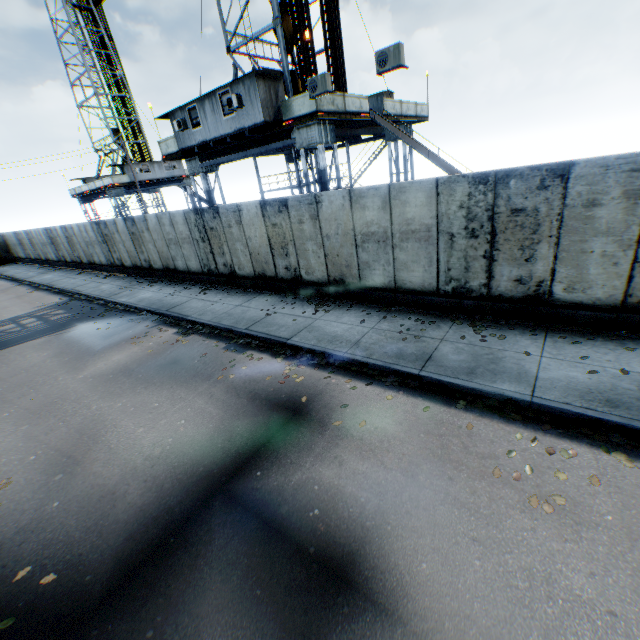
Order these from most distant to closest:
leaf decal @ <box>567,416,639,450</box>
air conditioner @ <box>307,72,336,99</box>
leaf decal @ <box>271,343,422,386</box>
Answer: air conditioner @ <box>307,72,336,99</box>
leaf decal @ <box>271,343,422,386</box>
leaf decal @ <box>567,416,639,450</box>

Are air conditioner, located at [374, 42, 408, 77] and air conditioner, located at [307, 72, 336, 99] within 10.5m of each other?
yes

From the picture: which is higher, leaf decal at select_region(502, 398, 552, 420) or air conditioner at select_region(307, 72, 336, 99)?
air conditioner at select_region(307, 72, 336, 99)

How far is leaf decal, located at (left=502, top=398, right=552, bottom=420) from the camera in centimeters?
524cm

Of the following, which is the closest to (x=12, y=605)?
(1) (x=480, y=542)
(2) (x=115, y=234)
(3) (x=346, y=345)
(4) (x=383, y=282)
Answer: (1) (x=480, y=542)

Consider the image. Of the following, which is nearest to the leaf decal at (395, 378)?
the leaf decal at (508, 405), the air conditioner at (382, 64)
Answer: the leaf decal at (508, 405)

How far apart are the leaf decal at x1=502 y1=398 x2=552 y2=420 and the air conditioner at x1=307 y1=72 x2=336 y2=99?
11.4 meters

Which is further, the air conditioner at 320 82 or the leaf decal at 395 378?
the air conditioner at 320 82
